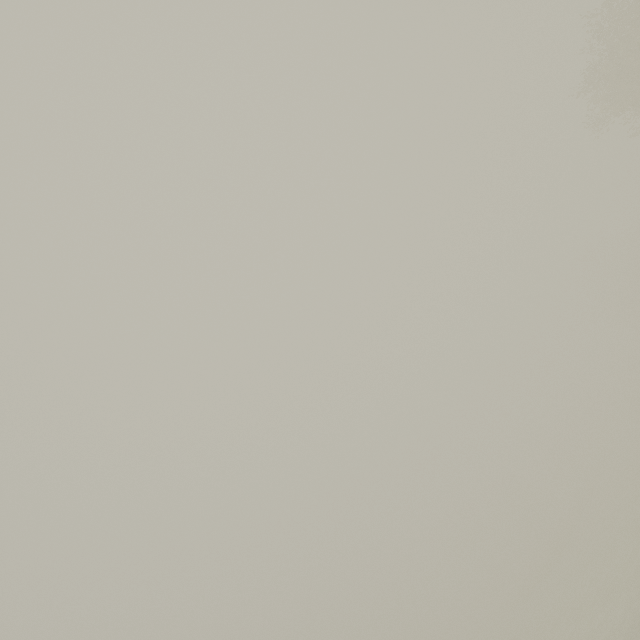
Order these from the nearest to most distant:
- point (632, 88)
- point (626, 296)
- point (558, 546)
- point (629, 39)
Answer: point (629, 39) < point (632, 88) < point (558, 546) < point (626, 296)
